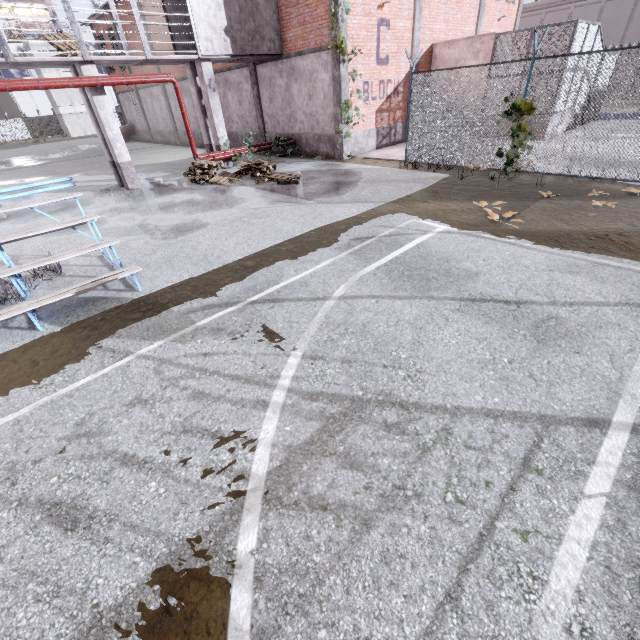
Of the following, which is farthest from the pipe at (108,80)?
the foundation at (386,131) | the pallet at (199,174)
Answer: the foundation at (386,131)

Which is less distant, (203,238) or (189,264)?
(189,264)

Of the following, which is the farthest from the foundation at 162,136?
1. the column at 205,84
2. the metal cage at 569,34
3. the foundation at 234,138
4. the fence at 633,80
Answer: the metal cage at 569,34

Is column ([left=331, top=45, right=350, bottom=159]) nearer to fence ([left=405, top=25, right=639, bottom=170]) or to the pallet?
Answer: fence ([left=405, top=25, right=639, bottom=170])

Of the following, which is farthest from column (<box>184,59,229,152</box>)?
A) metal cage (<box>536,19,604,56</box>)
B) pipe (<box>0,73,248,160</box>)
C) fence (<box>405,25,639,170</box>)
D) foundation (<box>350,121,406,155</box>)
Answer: metal cage (<box>536,19,604,56</box>)

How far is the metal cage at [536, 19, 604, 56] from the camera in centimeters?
1230cm

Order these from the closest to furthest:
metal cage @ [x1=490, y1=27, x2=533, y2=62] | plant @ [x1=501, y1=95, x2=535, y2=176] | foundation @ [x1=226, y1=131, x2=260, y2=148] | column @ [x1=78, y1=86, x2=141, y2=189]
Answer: plant @ [x1=501, y1=95, x2=535, y2=176]
column @ [x1=78, y1=86, x2=141, y2=189]
metal cage @ [x1=490, y1=27, x2=533, y2=62]
foundation @ [x1=226, y1=131, x2=260, y2=148]

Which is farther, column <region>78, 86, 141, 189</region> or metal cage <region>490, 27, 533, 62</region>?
metal cage <region>490, 27, 533, 62</region>
